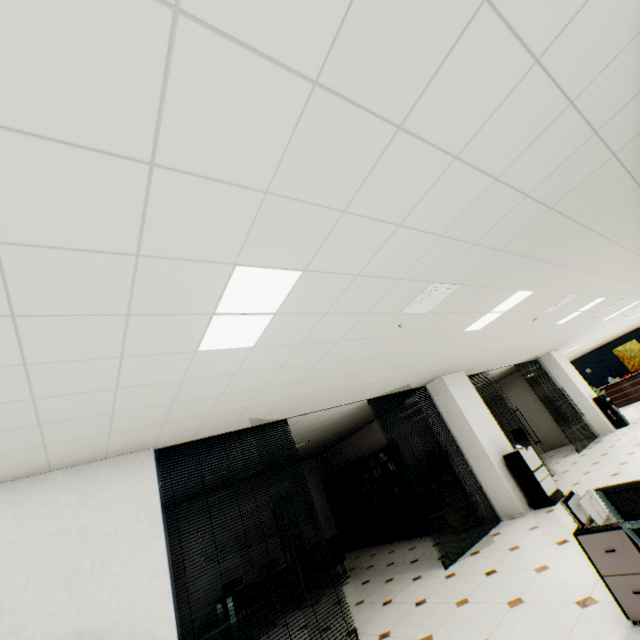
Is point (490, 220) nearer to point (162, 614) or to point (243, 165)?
point (243, 165)

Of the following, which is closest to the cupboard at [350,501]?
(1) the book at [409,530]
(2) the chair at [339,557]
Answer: (1) the book at [409,530]

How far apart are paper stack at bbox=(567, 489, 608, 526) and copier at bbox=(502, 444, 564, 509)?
4.0m

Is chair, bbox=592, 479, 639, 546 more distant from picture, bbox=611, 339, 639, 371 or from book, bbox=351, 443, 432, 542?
picture, bbox=611, 339, 639, 371

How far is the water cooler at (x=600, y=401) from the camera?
10.4m

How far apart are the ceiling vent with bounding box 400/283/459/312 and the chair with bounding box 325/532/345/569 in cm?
641

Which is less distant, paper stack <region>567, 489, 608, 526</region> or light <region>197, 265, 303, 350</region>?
light <region>197, 265, 303, 350</region>

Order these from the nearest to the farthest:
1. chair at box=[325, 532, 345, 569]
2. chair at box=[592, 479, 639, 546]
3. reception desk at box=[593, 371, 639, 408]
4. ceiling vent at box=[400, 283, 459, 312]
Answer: chair at box=[592, 479, 639, 546] → ceiling vent at box=[400, 283, 459, 312] → chair at box=[325, 532, 345, 569] → reception desk at box=[593, 371, 639, 408]
